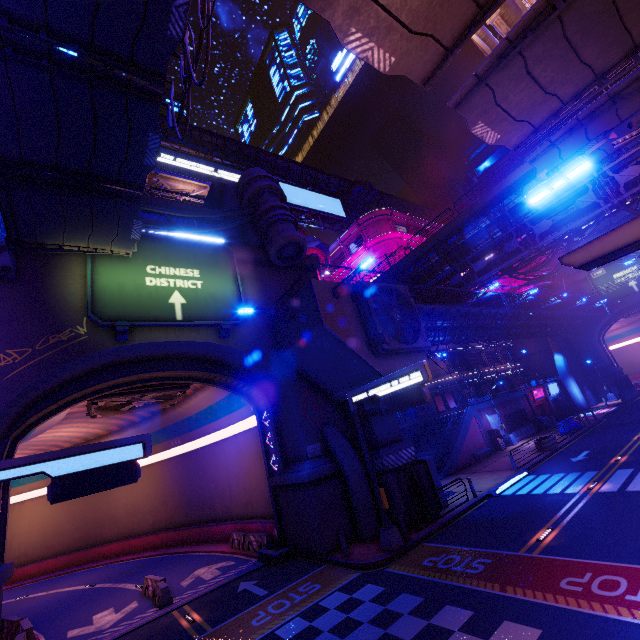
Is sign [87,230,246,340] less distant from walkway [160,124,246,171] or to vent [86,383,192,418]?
vent [86,383,192,418]

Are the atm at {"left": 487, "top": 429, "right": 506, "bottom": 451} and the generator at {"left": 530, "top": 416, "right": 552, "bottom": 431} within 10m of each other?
yes

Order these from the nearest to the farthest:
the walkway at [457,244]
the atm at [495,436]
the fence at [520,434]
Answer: the walkway at [457,244] → the atm at [495,436] → the fence at [520,434]

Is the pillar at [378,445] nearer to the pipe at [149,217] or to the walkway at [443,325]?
the walkway at [443,325]

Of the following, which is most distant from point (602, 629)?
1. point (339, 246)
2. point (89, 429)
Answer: point (339, 246)

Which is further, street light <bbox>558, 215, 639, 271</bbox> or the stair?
the stair

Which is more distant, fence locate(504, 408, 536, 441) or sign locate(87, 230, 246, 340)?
fence locate(504, 408, 536, 441)

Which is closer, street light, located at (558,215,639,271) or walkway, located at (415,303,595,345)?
street light, located at (558,215,639,271)
